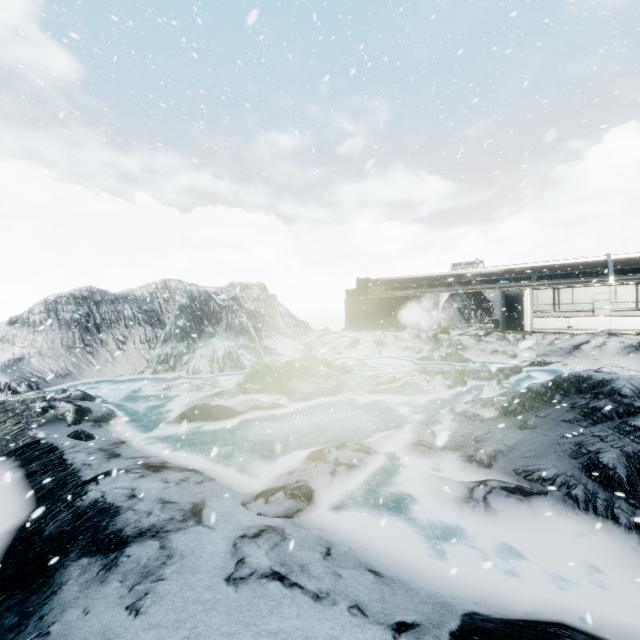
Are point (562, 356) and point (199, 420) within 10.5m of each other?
no
